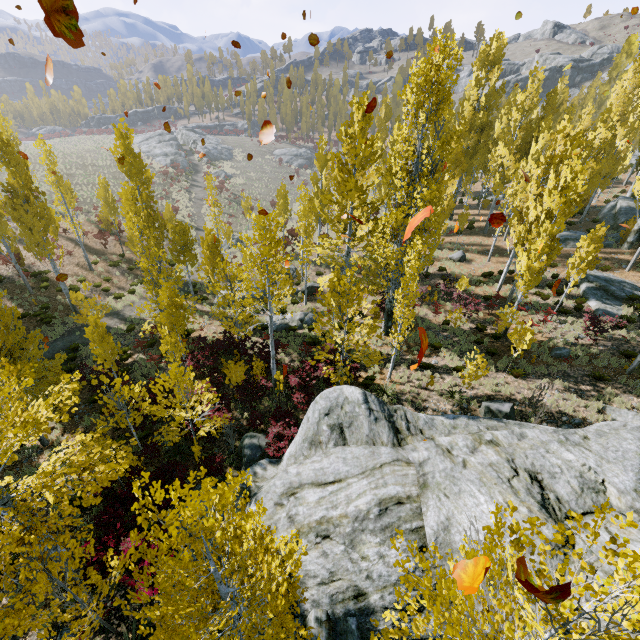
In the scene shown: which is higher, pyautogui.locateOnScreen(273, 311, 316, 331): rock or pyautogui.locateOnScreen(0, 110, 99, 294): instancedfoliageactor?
pyautogui.locateOnScreen(0, 110, 99, 294): instancedfoliageactor

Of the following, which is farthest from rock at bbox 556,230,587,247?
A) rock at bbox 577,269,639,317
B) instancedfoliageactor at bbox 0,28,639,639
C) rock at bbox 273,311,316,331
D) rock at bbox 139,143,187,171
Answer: rock at bbox 139,143,187,171

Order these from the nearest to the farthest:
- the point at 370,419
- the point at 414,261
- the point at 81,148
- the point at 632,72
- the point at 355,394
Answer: the point at 370,419
the point at 355,394
the point at 414,261
the point at 632,72
the point at 81,148

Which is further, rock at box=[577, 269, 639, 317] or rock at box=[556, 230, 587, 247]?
rock at box=[556, 230, 587, 247]

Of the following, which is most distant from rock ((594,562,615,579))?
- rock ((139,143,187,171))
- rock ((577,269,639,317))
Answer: rock ((139,143,187,171))

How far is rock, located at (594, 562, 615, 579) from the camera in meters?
6.2

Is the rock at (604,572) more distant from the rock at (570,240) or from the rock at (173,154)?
the rock at (173,154)

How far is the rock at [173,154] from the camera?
53.9m
